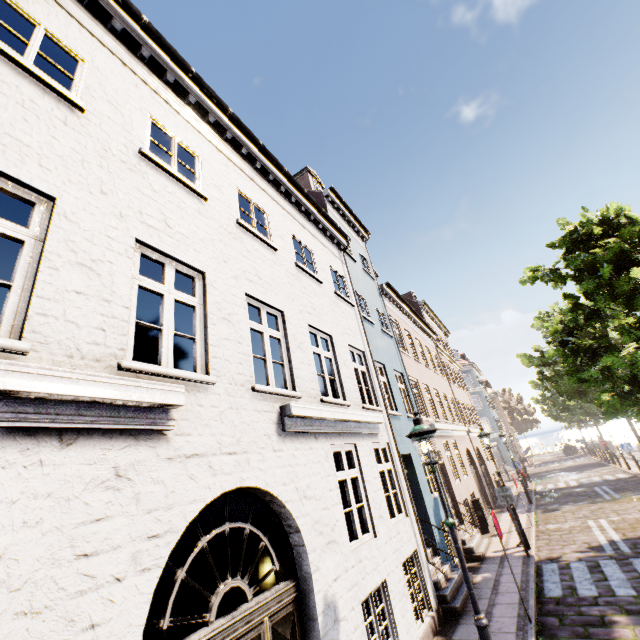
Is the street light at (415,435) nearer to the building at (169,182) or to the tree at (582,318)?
the tree at (582,318)

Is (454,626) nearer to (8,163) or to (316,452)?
(316,452)

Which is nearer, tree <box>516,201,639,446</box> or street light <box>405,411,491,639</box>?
street light <box>405,411,491,639</box>

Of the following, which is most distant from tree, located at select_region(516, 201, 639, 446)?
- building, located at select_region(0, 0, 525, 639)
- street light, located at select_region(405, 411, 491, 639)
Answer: street light, located at select_region(405, 411, 491, 639)

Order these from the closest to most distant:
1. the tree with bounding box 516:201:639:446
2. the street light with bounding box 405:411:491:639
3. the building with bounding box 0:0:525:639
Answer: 1. the building with bounding box 0:0:525:639
2. the street light with bounding box 405:411:491:639
3. the tree with bounding box 516:201:639:446

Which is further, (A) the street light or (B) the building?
(A) the street light

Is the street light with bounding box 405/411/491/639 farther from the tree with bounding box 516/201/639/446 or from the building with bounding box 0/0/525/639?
the building with bounding box 0/0/525/639

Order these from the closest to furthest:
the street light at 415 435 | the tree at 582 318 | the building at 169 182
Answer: the building at 169 182, the street light at 415 435, the tree at 582 318
